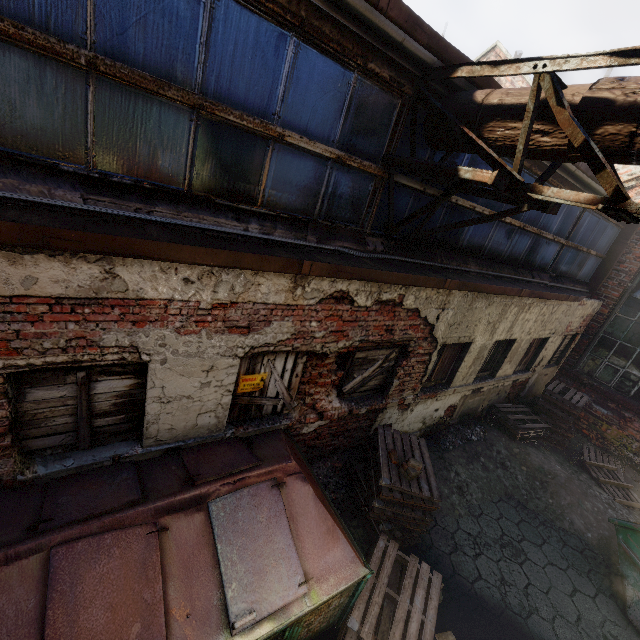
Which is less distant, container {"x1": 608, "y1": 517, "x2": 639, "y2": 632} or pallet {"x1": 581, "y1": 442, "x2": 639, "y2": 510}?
container {"x1": 608, "y1": 517, "x2": 639, "y2": 632}

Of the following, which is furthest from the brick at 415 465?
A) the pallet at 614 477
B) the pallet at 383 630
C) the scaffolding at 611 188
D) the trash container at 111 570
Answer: the pallet at 614 477

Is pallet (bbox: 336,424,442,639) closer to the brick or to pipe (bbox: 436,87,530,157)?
the brick

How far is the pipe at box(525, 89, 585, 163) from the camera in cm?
284

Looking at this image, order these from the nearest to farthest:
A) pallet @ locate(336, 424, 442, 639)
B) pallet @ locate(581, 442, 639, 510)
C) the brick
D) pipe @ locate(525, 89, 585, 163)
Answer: pipe @ locate(525, 89, 585, 163), pallet @ locate(336, 424, 442, 639), the brick, pallet @ locate(581, 442, 639, 510)

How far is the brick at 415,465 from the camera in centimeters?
448cm

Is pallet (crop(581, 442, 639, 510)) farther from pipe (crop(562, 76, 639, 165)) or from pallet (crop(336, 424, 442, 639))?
pipe (crop(562, 76, 639, 165))

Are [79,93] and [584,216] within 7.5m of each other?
no
